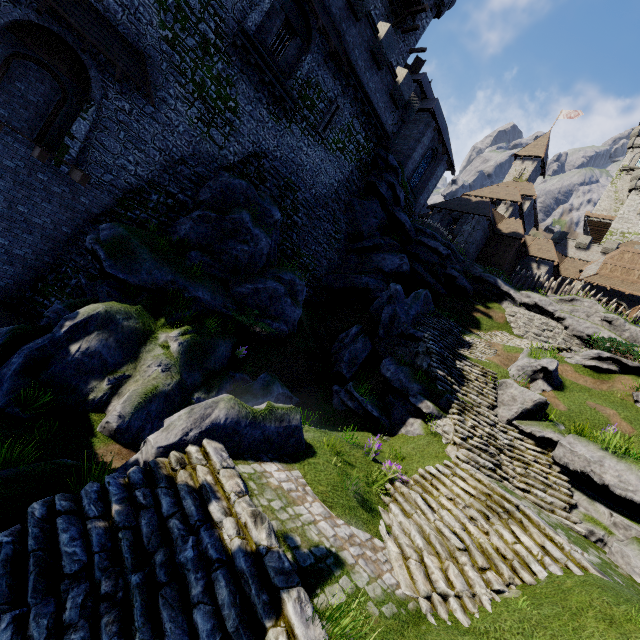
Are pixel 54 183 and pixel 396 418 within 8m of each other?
no

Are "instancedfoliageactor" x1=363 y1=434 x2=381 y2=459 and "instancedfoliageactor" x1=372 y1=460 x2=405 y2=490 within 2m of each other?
yes

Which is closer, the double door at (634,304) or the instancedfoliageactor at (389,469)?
the instancedfoliageactor at (389,469)

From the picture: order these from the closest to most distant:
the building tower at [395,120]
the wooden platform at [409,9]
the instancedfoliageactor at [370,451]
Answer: the instancedfoliageactor at [370,451]
the building tower at [395,120]
the wooden platform at [409,9]

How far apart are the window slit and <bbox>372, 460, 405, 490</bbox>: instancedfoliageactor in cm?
1908

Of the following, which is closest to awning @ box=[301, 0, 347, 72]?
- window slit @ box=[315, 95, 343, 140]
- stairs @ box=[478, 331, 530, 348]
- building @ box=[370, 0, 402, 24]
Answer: window slit @ box=[315, 95, 343, 140]

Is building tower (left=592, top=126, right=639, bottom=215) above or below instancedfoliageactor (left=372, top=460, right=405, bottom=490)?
above

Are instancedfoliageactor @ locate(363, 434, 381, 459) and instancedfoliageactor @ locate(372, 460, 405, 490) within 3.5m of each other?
yes
